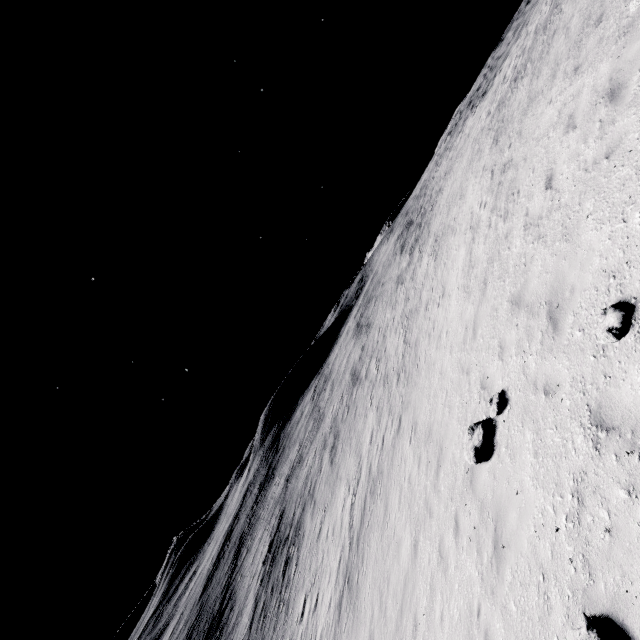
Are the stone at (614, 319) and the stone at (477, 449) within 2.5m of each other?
no

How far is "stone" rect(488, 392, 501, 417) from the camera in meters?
6.8

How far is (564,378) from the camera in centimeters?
509cm

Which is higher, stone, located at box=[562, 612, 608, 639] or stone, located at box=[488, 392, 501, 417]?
stone, located at box=[488, 392, 501, 417]

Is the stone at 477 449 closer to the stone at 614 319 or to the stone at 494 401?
the stone at 494 401

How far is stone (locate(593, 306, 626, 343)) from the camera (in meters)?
4.10

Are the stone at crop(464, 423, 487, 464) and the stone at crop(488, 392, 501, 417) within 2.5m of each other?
yes

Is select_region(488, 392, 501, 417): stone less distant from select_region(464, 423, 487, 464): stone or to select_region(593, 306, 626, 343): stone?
select_region(464, 423, 487, 464): stone
